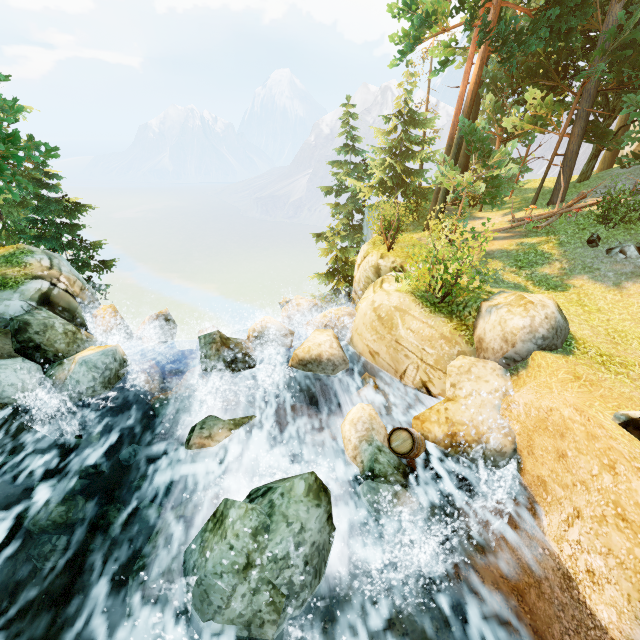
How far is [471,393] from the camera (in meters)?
7.84

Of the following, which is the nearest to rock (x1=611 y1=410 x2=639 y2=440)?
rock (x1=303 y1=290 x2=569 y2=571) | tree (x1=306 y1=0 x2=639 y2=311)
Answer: rock (x1=303 y1=290 x2=569 y2=571)

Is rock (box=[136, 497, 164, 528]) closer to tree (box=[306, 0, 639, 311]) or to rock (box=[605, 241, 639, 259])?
tree (box=[306, 0, 639, 311])

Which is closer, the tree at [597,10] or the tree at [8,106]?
the tree at [8,106]

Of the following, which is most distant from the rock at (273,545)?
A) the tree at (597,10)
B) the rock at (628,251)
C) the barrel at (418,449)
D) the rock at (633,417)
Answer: the rock at (628,251)

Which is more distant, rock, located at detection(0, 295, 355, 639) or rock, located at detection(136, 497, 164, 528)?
rock, located at detection(136, 497, 164, 528)

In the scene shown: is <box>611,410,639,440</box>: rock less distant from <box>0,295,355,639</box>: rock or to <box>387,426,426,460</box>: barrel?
<box>0,295,355,639</box>: rock

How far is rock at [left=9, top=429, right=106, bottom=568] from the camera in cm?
622
